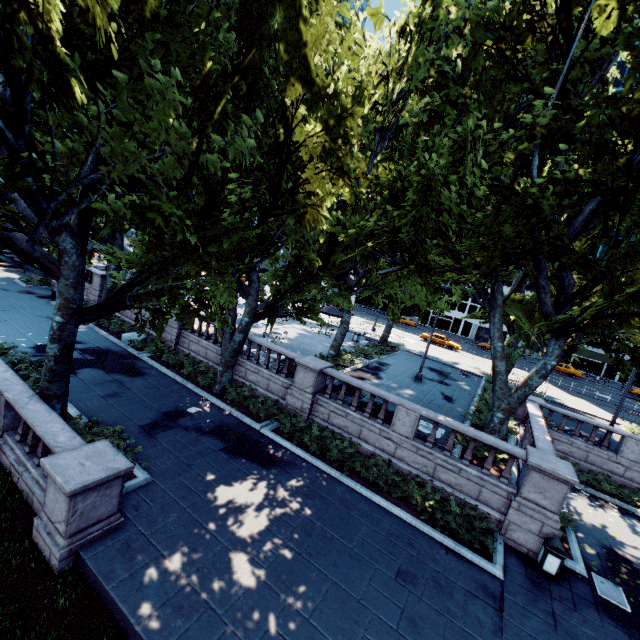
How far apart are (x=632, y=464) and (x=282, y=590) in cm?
2018

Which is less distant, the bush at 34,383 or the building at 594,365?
the bush at 34,383

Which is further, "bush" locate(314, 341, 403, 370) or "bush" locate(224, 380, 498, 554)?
"bush" locate(314, 341, 403, 370)

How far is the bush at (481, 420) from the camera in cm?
1741

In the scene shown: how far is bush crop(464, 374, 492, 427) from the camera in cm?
1741

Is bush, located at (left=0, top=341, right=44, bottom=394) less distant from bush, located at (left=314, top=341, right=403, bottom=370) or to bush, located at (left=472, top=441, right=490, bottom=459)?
bush, located at (left=472, top=441, right=490, bottom=459)

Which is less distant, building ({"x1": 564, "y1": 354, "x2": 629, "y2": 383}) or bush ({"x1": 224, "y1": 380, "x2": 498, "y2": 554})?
bush ({"x1": 224, "y1": 380, "x2": 498, "y2": 554})

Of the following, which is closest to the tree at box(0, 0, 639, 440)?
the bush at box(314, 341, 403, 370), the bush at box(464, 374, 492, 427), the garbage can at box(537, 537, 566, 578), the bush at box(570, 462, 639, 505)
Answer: the bush at box(314, 341, 403, 370)
